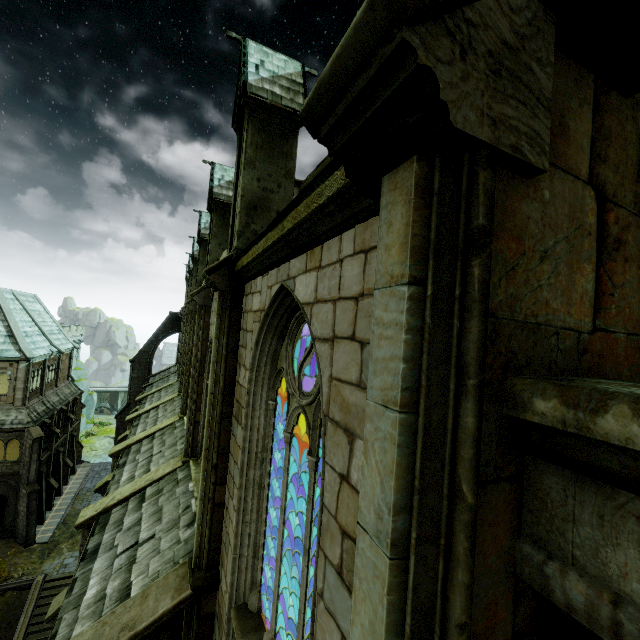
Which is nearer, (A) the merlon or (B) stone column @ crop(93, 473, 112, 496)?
(A) the merlon

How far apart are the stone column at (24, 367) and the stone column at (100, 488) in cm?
2035

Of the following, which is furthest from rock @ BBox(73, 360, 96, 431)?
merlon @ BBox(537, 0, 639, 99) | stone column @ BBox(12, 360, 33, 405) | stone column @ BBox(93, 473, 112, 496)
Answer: merlon @ BBox(537, 0, 639, 99)

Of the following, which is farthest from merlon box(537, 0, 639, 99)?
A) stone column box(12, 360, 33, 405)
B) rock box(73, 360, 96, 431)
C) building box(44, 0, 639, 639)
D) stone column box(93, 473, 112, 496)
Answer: rock box(73, 360, 96, 431)

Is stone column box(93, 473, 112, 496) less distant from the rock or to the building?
the building

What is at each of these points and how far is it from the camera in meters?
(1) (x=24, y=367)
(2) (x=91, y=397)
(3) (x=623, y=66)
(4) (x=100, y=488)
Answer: (1) stone column, 26.9 m
(2) rock, 51.6 m
(3) merlon, 1.6 m
(4) stone column, 13.1 m

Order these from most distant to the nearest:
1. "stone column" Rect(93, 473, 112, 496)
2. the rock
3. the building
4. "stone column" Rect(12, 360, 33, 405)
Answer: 1. the rock
2. "stone column" Rect(12, 360, 33, 405)
3. "stone column" Rect(93, 473, 112, 496)
4. the building

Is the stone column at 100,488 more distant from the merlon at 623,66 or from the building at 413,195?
the merlon at 623,66
